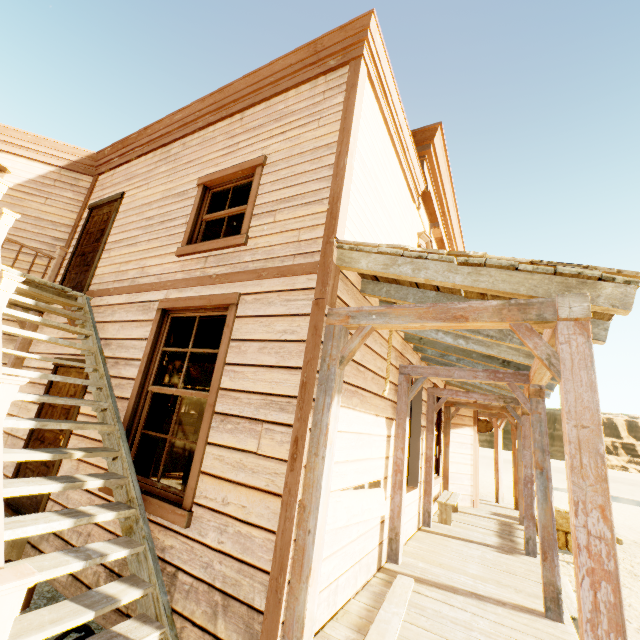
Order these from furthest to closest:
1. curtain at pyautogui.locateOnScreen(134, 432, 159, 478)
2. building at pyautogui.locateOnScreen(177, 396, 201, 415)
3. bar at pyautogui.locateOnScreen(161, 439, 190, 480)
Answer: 1. building at pyautogui.locateOnScreen(177, 396, 201, 415)
2. bar at pyautogui.locateOnScreen(161, 439, 190, 480)
3. curtain at pyautogui.locateOnScreen(134, 432, 159, 478)

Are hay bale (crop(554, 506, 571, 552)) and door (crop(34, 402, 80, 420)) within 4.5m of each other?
no

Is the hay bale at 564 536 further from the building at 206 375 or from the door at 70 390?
the door at 70 390

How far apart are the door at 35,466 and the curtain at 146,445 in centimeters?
119cm

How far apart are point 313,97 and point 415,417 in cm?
597

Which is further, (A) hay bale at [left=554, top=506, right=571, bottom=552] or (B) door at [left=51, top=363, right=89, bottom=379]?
(A) hay bale at [left=554, top=506, right=571, bottom=552]

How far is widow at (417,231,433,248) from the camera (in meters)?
6.70

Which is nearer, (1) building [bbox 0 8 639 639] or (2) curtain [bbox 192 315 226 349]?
(1) building [bbox 0 8 639 639]
